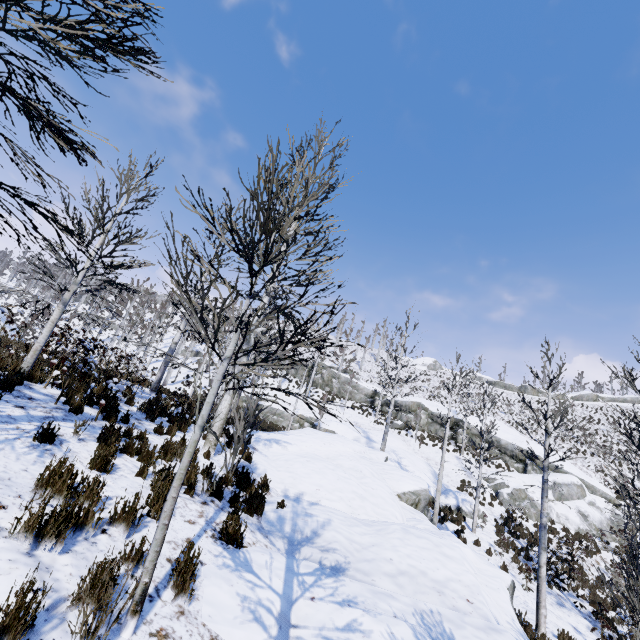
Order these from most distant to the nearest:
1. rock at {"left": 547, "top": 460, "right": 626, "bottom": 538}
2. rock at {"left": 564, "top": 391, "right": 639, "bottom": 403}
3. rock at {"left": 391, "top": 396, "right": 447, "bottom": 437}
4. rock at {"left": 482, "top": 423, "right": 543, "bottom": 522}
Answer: rock at {"left": 564, "top": 391, "right": 639, "bottom": 403}, rock at {"left": 391, "top": 396, "right": 447, "bottom": 437}, rock at {"left": 482, "top": 423, "right": 543, "bottom": 522}, rock at {"left": 547, "top": 460, "right": 626, "bottom": 538}

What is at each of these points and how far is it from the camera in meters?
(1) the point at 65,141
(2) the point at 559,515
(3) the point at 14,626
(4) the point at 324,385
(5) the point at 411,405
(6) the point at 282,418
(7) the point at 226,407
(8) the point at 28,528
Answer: (1) instancedfoliageactor, 3.2
(2) rock, 21.9
(3) instancedfoliageactor, 2.1
(4) rock, 42.1
(5) rock, 34.4
(6) rock, 28.5
(7) instancedfoliageactor, 8.8
(8) instancedfoliageactor, 2.9

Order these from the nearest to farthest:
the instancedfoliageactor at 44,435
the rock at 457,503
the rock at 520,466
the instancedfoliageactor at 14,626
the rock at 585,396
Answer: the instancedfoliageactor at 14,626
the instancedfoliageactor at 44,435
the rock at 457,503
the rock at 520,466
the rock at 585,396

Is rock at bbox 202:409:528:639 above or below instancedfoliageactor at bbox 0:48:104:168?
below

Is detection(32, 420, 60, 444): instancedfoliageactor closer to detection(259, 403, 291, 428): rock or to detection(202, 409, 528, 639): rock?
detection(202, 409, 528, 639): rock

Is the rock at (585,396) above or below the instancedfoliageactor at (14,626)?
above

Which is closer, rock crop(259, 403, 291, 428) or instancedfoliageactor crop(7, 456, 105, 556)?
instancedfoliageactor crop(7, 456, 105, 556)

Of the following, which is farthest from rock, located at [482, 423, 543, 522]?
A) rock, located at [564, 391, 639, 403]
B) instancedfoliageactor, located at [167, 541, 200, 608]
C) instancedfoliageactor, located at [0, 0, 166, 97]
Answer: instancedfoliageactor, located at [167, 541, 200, 608]
